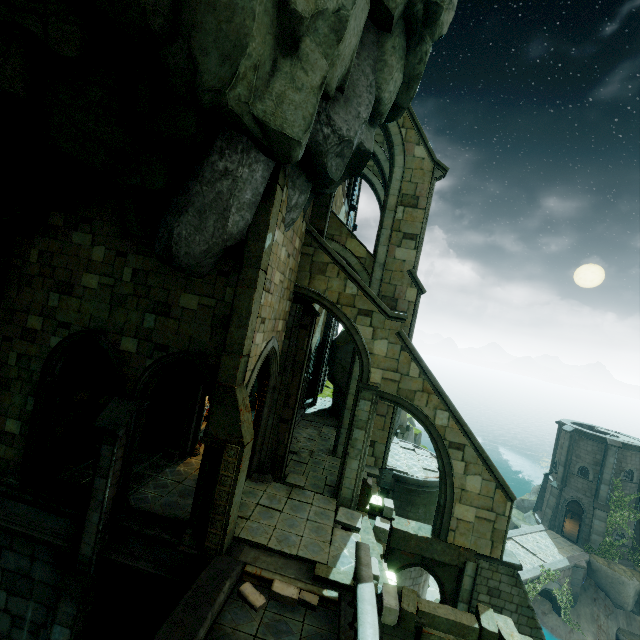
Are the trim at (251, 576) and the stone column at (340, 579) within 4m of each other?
yes

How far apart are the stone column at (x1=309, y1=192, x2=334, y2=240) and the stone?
6.7m

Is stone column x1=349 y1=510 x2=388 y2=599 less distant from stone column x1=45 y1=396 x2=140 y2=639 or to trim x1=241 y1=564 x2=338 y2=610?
trim x1=241 y1=564 x2=338 y2=610

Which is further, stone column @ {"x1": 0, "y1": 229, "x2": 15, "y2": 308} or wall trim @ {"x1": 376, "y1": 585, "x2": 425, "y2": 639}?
stone column @ {"x1": 0, "y1": 229, "x2": 15, "y2": 308}

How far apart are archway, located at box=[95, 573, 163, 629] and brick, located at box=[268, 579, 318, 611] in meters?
3.1 m

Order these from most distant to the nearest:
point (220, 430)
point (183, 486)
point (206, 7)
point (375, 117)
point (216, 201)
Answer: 1. point (183, 486)
2. point (375, 117)
3. point (220, 430)
4. point (216, 201)
5. point (206, 7)

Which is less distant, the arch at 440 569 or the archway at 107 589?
the archway at 107 589

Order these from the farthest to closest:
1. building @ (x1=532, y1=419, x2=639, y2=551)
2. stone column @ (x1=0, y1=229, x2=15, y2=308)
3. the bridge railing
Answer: building @ (x1=532, y1=419, x2=639, y2=551), stone column @ (x1=0, y1=229, x2=15, y2=308), the bridge railing
